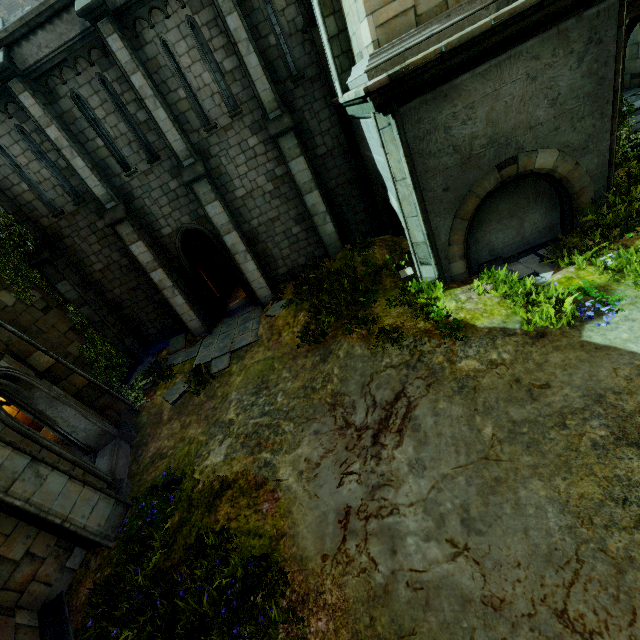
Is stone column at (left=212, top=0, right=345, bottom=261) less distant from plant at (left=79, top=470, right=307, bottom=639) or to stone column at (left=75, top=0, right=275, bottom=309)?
stone column at (left=75, top=0, right=275, bottom=309)

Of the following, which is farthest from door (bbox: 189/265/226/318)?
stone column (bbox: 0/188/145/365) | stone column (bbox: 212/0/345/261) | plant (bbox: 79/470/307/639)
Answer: plant (bbox: 79/470/307/639)

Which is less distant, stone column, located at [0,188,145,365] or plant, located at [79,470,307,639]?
plant, located at [79,470,307,639]

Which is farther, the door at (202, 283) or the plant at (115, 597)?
the door at (202, 283)

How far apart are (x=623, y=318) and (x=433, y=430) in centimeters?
407cm

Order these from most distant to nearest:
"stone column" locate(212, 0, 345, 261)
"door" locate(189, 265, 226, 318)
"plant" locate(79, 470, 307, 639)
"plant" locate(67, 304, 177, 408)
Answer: "door" locate(189, 265, 226, 318), "plant" locate(67, 304, 177, 408), "stone column" locate(212, 0, 345, 261), "plant" locate(79, 470, 307, 639)

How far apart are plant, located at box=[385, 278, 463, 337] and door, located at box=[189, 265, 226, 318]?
8.5m

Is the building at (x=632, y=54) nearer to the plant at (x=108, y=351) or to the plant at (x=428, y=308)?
the plant at (x=428, y=308)
